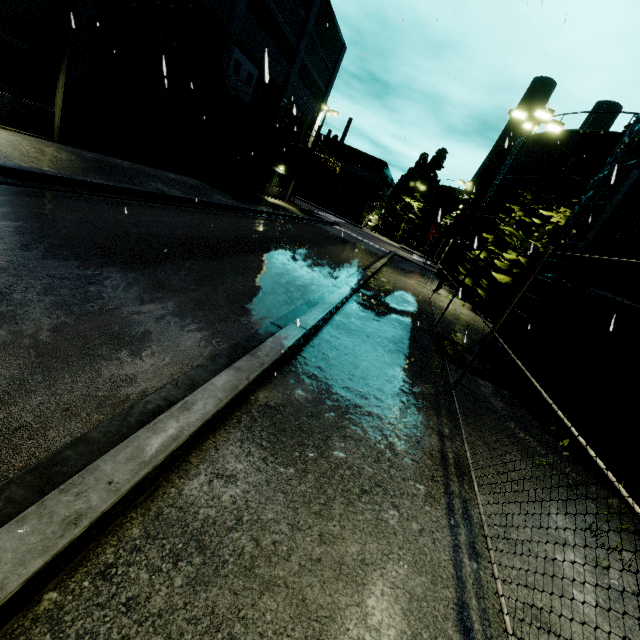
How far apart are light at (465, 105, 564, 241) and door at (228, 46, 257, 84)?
15.7m

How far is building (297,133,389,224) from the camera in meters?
54.1

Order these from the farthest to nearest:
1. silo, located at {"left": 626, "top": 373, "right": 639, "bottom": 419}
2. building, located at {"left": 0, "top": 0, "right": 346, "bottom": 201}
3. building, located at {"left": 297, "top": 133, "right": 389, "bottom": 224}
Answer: building, located at {"left": 297, "top": 133, "right": 389, "bottom": 224}
building, located at {"left": 0, "top": 0, "right": 346, "bottom": 201}
silo, located at {"left": 626, "top": 373, "right": 639, "bottom": 419}

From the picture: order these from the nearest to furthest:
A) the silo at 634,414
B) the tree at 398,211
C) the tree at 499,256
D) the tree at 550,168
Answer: the silo at 634,414, the tree at 550,168, the tree at 499,256, the tree at 398,211

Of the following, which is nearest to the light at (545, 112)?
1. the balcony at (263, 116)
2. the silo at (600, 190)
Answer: the silo at (600, 190)

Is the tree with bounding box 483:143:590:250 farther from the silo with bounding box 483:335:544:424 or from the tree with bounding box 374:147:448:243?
the tree with bounding box 374:147:448:243

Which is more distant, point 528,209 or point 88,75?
point 528,209

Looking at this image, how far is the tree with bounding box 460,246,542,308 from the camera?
17.45m
